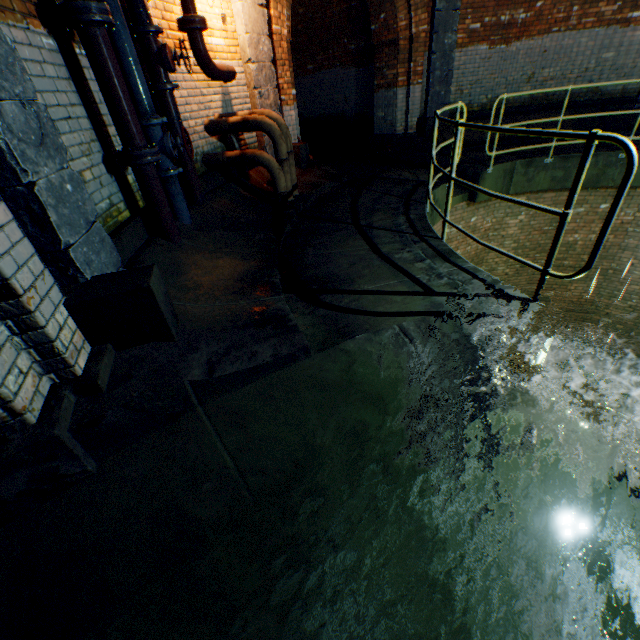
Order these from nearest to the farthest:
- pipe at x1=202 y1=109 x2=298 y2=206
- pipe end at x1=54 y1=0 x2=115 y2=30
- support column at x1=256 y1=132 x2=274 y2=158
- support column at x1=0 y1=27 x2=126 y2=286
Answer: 1. support column at x1=0 y1=27 x2=126 y2=286
2. pipe end at x1=54 y1=0 x2=115 y2=30
3. pipe at x1=202 y1=109 x2=298 y2=206
4. support column at x1=256 y1=132 x2=274 y2=158

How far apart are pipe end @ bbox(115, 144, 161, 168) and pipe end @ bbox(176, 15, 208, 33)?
2.1 meters

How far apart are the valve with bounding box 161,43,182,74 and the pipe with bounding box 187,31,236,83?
0.74m

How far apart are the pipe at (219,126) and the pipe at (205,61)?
0.4m

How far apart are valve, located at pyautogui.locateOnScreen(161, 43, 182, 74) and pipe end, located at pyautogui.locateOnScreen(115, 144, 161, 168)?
1.2 meters

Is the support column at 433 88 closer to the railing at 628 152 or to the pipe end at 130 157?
the railing at 628 152

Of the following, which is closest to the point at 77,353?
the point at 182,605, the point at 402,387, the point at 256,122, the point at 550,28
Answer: the point at 182,605

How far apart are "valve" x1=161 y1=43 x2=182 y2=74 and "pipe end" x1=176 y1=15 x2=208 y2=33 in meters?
0.7 m
